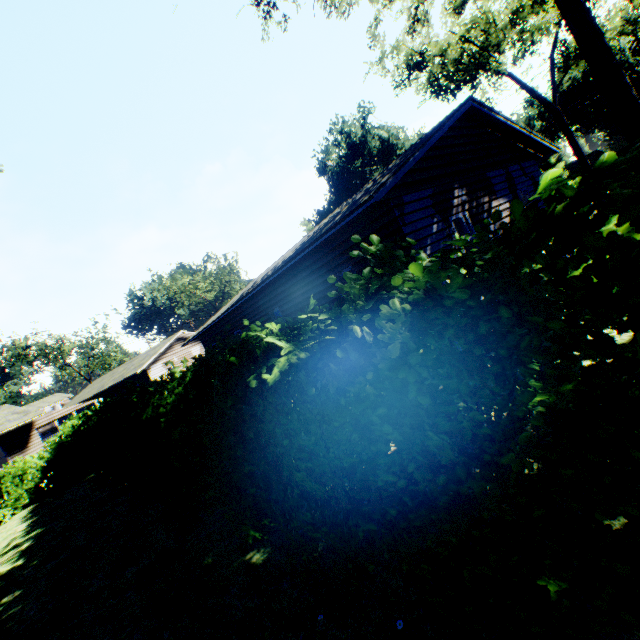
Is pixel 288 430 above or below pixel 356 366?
below

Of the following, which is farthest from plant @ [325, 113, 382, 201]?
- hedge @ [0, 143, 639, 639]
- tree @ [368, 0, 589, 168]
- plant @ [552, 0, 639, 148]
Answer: plant @ [552, 0, 639, 148]

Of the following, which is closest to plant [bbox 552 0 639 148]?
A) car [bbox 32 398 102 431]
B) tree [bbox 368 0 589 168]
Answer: tree [bbox 368 0 589 168]

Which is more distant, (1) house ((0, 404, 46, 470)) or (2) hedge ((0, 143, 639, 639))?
(1) house ((0, 404, 46, 470))

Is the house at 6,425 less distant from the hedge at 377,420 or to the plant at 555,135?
the hedge at 377,420

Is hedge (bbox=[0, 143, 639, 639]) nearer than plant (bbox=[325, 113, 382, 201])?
Yes

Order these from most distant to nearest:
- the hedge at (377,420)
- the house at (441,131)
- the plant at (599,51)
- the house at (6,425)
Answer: the house at (6,425), the plant at (599,51), the house at (441,131), the hedge at (377,420)

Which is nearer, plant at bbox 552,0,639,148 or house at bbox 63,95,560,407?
house at bbox 63,95,560,407
